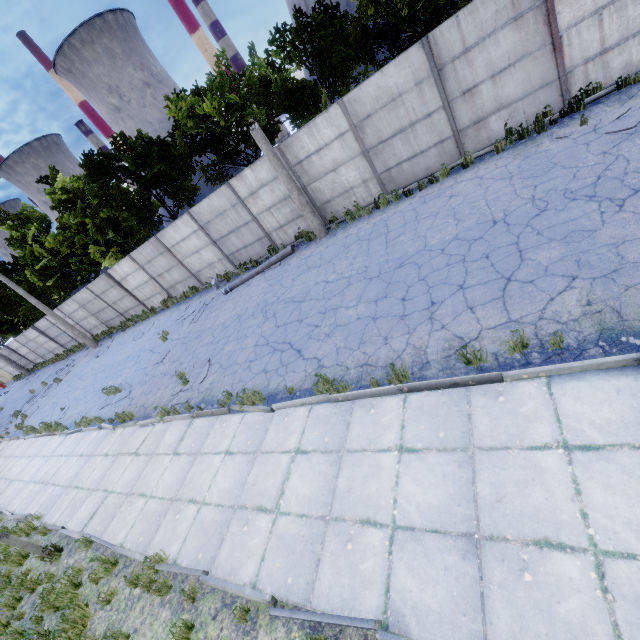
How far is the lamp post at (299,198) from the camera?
11.3m

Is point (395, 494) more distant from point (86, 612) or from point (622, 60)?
point (622, 60)

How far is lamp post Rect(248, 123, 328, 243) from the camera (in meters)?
11.32
